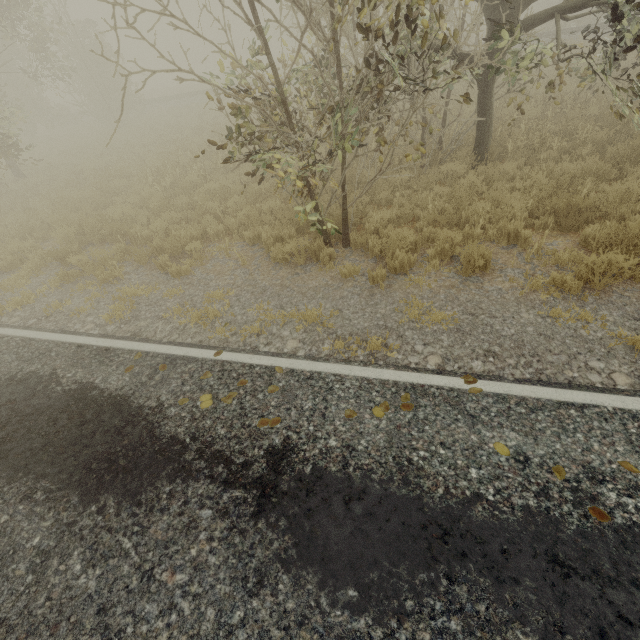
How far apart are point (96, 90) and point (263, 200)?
25.5m
